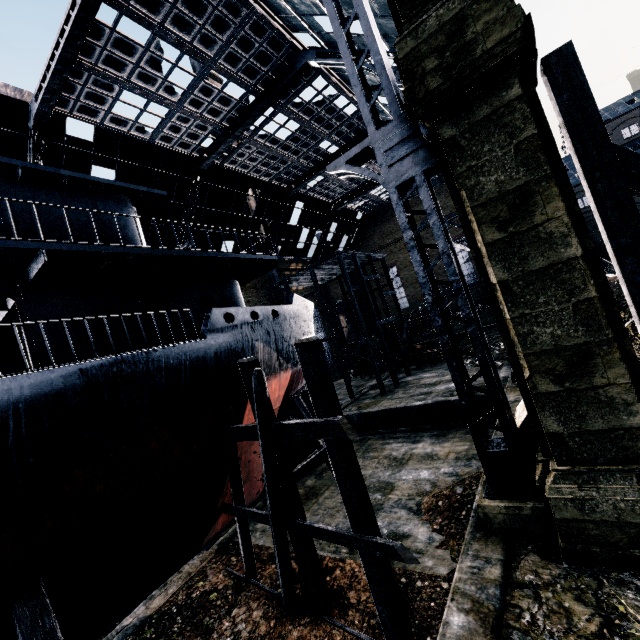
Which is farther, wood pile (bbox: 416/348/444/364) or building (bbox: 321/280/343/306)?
building (bbox: 321/280/343/306)

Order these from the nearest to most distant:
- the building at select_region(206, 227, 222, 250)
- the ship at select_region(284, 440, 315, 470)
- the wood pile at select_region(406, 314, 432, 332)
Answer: the ship at select_region(284, 440, 315, 470) → the building at select_region(206, 227, 222, 250) → the wood pile at select_region(406, 314, 432, 332)

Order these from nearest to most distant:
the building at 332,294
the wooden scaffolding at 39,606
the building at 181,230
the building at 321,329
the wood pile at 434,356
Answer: the wooden scaffolding at 39,606 → the wood pile at 434,356 → the building at 181,230 → the building at 321,329 → the building at 332,294

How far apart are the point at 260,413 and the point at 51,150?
25.8m

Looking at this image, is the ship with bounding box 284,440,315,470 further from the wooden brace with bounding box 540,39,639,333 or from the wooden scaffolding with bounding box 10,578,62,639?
the wooden brace with bounding box 540,39,639,333

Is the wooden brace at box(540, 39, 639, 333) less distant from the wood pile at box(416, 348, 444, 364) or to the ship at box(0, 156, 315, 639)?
the ship at box(0, 156, 315, 639)

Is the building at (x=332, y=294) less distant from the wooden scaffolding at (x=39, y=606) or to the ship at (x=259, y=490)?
the ship at (x=259, y=490)

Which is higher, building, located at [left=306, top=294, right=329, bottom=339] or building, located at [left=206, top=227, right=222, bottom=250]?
building, located at [left=206, top=227, right=222, bottom=250]
